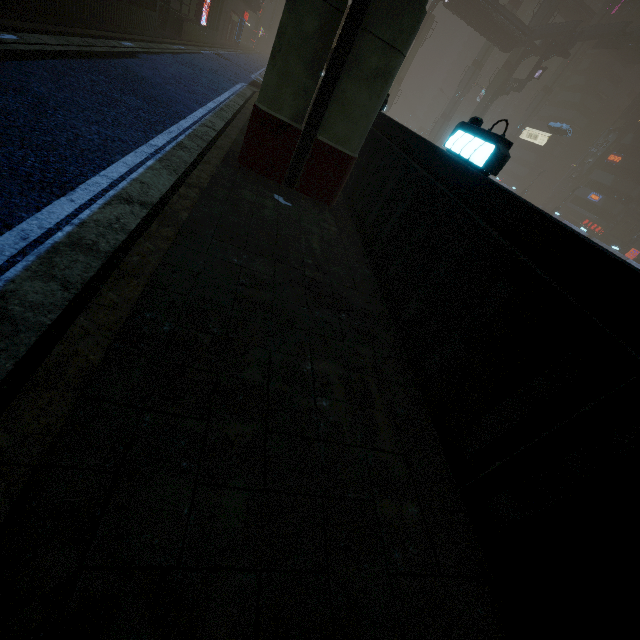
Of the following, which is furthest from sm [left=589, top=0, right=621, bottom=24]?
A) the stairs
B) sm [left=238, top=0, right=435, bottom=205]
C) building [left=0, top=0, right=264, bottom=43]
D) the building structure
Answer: the building structure

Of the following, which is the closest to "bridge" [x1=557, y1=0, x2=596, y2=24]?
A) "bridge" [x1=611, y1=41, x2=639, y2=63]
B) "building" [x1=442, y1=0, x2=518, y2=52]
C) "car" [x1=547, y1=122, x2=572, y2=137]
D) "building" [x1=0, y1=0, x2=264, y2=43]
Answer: "building" [x1=442, y1=0, x2=518, y2=52]

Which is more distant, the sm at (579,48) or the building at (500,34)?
the sm at (579,48)

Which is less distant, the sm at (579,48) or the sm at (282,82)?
the sm at (282,82)

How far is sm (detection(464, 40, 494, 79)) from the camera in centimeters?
5722cm

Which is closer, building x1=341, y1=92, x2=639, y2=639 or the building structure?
building x1=341, y1=92, x2=639, y2=639

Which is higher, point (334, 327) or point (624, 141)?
point (624, 141)

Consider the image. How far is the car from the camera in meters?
46.8 m
